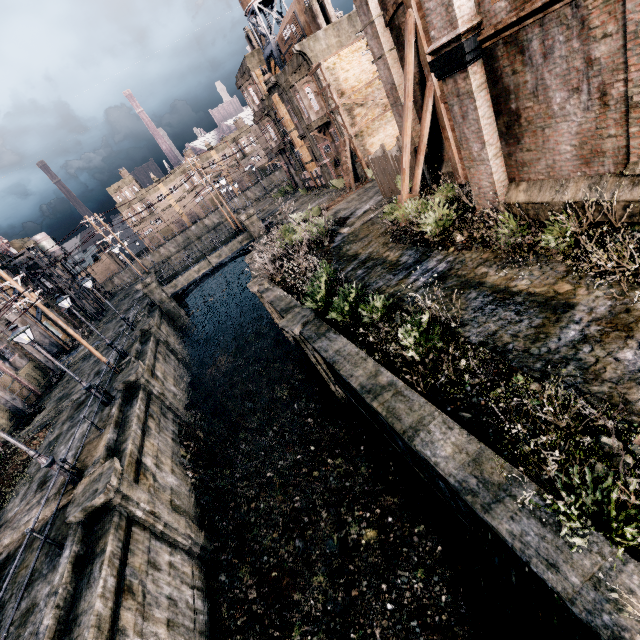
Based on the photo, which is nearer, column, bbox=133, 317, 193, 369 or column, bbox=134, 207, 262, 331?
column, bbox=133, 317, 193, 369

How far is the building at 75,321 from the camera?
42.4 meters

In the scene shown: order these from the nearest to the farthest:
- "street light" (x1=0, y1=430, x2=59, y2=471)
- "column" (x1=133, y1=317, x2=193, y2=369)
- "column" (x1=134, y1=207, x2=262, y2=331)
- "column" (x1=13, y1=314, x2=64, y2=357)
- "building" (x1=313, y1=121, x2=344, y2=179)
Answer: "street light" (x1=0, y1=430, x2=59, y2=471) → "column" (x1=133, y1=317, x2=193, y2=369) → "building" (x1=313, y1=121, x2=344, y2=179) → "column" (x1=134, y1=207, x2=262, y2=331) → "column" (x1=13, y1=314, x2=64, y2=357)

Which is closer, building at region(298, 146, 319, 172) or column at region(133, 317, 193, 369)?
column at region(133, 317, 193, 369)

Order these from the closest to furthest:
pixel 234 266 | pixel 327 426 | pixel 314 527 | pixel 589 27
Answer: pixel 589 27 → pixel 314 527 → pixel 327 426 → pixel 234 266

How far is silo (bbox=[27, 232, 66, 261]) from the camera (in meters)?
49.06

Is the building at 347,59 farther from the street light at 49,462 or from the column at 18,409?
the column at 18,409

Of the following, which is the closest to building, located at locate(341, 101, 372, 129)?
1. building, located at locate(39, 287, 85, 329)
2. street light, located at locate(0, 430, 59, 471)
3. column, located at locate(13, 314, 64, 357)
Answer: street light, located at locate(0, 430, 59, 471)
